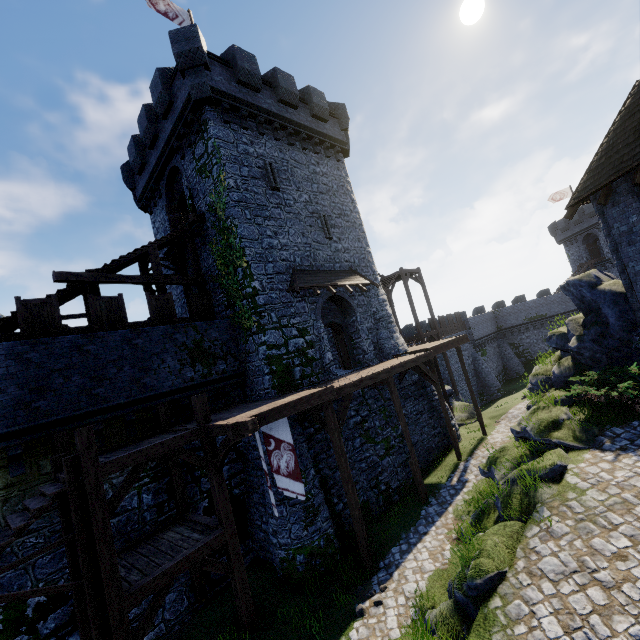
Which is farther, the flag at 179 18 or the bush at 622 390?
the flag at 179 18

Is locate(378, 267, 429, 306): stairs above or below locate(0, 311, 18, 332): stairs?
above

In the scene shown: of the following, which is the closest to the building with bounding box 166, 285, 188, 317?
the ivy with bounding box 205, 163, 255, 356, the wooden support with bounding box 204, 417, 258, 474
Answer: the ivy with bounding box 205, 163, 255, 356

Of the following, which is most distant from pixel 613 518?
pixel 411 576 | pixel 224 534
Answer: pixel 224 534

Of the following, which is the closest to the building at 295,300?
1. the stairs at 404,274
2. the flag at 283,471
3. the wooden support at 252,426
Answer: the stairs at 404,274

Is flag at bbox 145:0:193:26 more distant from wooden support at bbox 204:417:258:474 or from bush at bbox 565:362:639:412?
bush at bbox 565:362:639:412

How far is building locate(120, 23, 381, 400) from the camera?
14.4 meters

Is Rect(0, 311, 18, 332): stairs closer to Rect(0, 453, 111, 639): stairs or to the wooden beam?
the wooden beam
